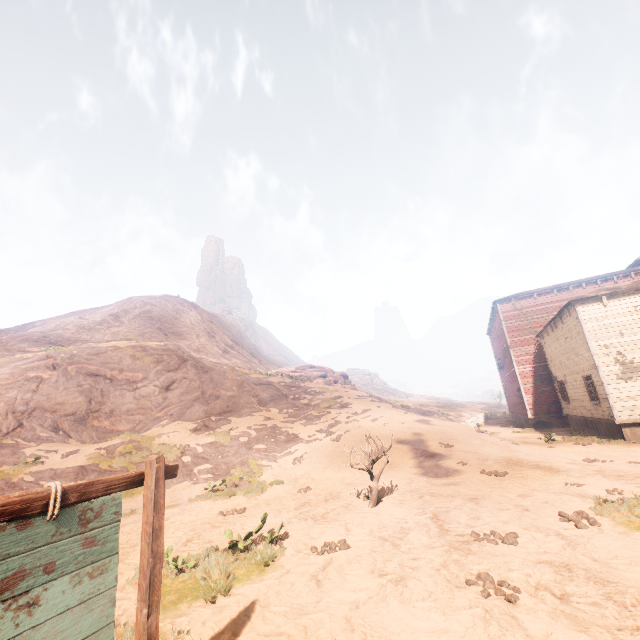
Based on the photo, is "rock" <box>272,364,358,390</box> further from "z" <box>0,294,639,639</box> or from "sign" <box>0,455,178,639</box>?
"sign" <box>0,455,178,639</box>

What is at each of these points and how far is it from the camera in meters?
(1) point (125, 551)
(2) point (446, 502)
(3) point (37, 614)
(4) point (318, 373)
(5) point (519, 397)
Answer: (1) z, 7.6 m
(2) z, 8.6 m
(3) sign, 2.2 m
(4) rock, 38.0 m
(5) building, 29.0 m

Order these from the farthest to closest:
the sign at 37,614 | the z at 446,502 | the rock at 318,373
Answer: the rock at 318,373 < the z at 446,502 < the sign at 37,614

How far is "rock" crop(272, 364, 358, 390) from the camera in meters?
32.6

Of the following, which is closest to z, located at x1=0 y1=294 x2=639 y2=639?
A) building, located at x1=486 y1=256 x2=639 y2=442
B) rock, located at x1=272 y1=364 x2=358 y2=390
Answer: building, located at x1=486 y1=256 x2=639 y2=442

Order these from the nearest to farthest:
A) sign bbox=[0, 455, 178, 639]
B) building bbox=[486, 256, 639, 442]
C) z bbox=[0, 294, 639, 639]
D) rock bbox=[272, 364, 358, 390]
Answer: sign bbox=[0, 455, 178, 639]
z bbox=[0, 294, 639, 639]
building bbox=[486, 256, 639, 442]
rock bbox=[272, 364, 358, 390]

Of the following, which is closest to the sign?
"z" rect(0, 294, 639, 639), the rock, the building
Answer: "z" rect(0, 294, 639, 639)

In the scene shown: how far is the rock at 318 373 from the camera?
32.6m
